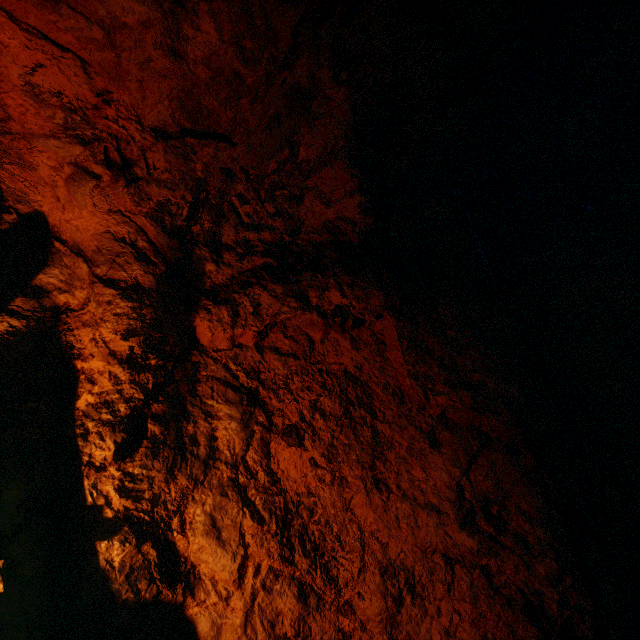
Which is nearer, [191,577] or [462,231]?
[191,577]
